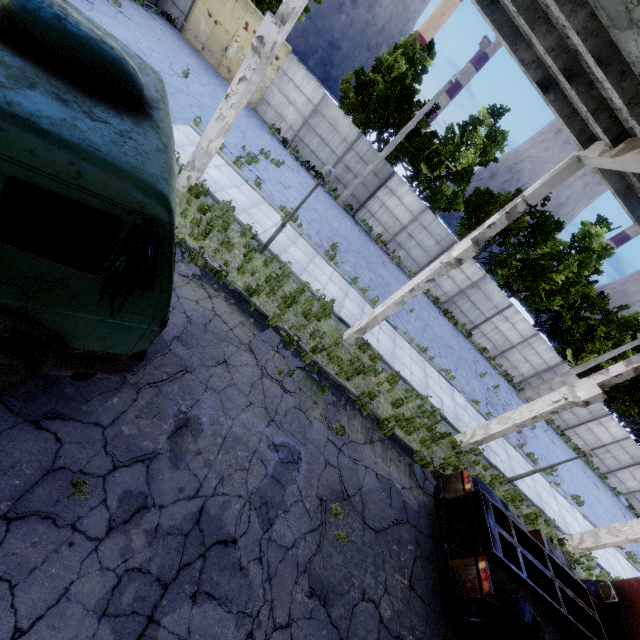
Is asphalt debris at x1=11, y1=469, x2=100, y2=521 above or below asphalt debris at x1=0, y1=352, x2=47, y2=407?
below

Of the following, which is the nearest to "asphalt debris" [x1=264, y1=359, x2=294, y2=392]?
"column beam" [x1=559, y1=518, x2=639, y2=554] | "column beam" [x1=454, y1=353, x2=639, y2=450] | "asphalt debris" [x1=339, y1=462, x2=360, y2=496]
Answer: Answer: "asphalt debris" [x1=339, y1=462, x2=360, y2=496]

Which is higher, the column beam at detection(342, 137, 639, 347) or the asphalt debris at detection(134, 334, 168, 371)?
the column beam at detection(342, 137, 639, 347)

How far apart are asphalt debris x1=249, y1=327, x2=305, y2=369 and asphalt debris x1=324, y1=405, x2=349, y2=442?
1.0 meters

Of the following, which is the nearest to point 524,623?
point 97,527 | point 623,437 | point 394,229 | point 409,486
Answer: point 409,486

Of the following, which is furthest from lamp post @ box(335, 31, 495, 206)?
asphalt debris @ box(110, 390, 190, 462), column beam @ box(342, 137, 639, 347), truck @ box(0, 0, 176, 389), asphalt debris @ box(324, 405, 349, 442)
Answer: asphalt debris @ box(110, 390, 190, 462)

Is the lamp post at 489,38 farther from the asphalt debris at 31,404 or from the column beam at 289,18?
the asphalt debris at 31,404

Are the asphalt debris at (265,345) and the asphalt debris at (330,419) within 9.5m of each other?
yes
